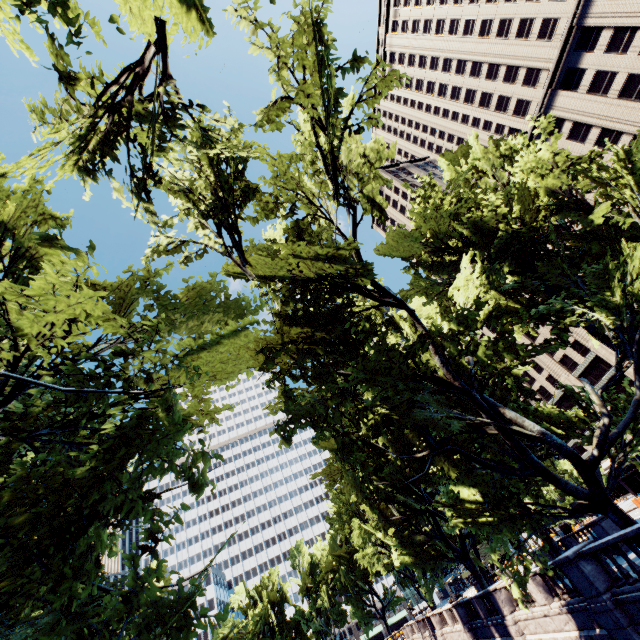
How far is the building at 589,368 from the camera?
52.19m

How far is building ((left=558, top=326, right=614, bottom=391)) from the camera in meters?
52.2

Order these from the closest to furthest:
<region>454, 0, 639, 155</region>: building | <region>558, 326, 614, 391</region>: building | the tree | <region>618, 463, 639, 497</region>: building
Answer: the tree, <region>454, 0, 639, 155</region>: building, <region>558, 326, 614, 391</region>: building, <region>618, 463, 639, 497</region>: building

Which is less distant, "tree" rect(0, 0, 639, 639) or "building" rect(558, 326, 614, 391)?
"tree" rect(0, 0, 639, 639)

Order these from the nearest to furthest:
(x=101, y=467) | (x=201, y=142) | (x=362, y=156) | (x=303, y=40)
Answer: (x=201, y=142) < (x=303, y=40) < (x=101, y=467) < (x=362, y=156)

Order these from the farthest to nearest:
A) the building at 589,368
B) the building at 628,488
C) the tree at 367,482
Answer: the building at 628,488
the building at 589,368
the tree at 367,482

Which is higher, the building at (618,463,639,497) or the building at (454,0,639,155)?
the building at (454,0,639,155)
